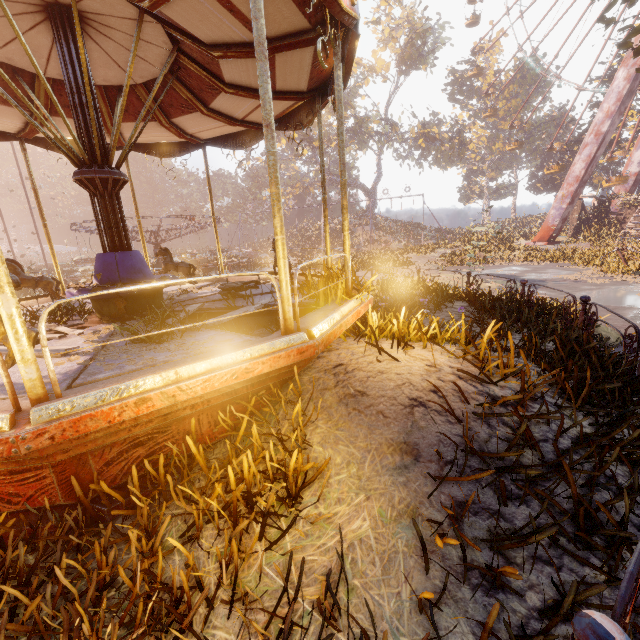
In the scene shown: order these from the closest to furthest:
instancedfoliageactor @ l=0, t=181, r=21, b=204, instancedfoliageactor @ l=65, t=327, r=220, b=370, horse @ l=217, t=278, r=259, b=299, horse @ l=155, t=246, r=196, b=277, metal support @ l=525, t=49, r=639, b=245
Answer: instancedfoliageactor @ l=65, t=327, r=220, b=370, horse @ l=217, t=278, r=259, b=299, horse @ l=155, t=246, r=196, b=277, metal support @ l=525, t=49, r=639, b=245, instancedfoliageactor @ l=0, t=181, r=21, b=204

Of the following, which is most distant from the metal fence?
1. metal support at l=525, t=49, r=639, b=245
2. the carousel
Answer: metal support at l=525, t=49, r=639, b=245

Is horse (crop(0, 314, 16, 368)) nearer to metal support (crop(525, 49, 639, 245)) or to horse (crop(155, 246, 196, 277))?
horse (crop(155, 246, 196, 277))

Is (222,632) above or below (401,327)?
below

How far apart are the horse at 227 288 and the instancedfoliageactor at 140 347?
0.9 meters

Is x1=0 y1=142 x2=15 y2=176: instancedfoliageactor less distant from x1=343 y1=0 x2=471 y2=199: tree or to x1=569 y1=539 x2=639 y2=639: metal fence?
x1=343 y1=0 x2=471 y2=199: tree

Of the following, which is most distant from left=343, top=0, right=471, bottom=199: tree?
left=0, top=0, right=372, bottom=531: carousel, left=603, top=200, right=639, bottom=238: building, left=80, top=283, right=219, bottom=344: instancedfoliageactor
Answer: left=80, top=283, right=219, bottom=344: instancedfoliageactor
